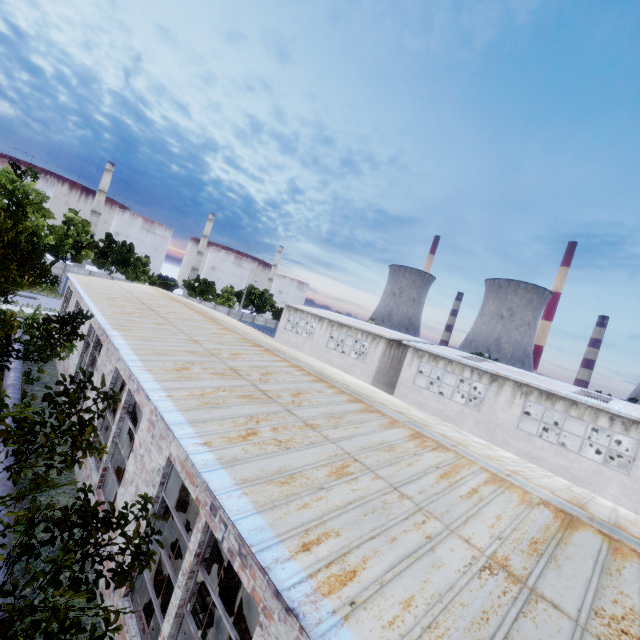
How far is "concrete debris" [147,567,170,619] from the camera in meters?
7.6

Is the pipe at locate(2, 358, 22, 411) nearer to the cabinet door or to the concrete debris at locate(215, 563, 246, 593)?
the concrete debris at locate(215, 563, 246, 593)

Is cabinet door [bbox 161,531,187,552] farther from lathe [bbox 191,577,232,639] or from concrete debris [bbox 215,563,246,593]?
lathe [bbox 191,577,232,639]

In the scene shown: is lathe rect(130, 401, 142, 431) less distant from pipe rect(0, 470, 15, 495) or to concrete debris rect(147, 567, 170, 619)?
pipe rect(0, 470, 15, 495)

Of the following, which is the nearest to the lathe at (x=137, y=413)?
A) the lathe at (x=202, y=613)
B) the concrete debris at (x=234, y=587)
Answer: the concrete debris at (x=234, y=587)

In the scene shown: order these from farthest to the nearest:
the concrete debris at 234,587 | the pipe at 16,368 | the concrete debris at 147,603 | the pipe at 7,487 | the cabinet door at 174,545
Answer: the pipe at 16,368
the cabinet door at 174,545
the concrete debris at 234,587
the pipe at 7,487
the concrete debris at 147,603

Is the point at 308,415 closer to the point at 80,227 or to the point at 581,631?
the point at 581,631

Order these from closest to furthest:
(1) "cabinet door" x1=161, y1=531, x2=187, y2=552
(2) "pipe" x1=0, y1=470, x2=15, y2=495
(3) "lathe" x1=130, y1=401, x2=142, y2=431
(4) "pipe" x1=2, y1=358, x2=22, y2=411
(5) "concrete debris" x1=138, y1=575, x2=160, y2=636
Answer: (5) "concrete debris" x1=138, y1=575, x2=160, y2=636 → (2) "pipe" x1=0, y1=470, x2=15, y2=495 → (1) "cabinet door" x1=161, y1=531, x2=187, y2=552 → (4) "pipe" x1=2, y1=358, x2=22, y2=411 → (3) "lathe" x1=130, y1=401, x2=142, y2=431
